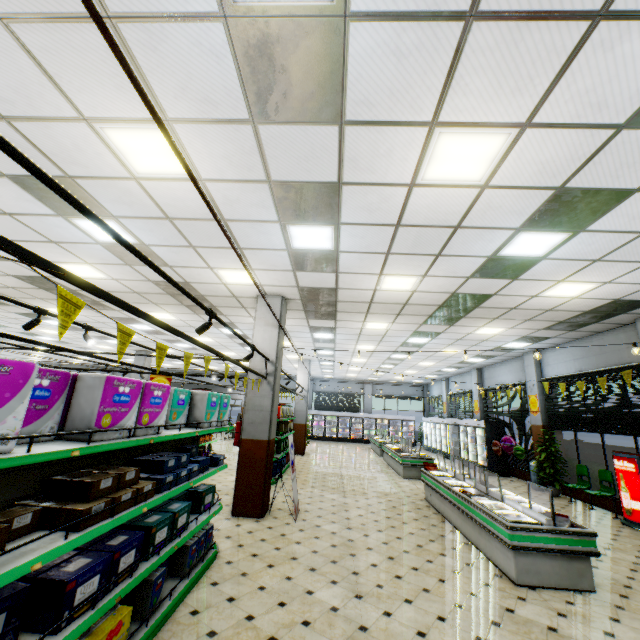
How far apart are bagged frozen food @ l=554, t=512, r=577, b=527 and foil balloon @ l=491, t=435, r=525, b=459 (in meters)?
8.74

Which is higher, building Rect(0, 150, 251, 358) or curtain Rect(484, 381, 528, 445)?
building Rect(0, 150, 251, 358)

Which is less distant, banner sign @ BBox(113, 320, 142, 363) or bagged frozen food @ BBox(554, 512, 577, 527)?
banner sign @ BBox(113, 320, 142, 363)

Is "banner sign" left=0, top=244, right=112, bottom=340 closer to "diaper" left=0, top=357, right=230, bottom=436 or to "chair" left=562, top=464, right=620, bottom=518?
"diaper" left=0, top=357, right=230, bottom=436

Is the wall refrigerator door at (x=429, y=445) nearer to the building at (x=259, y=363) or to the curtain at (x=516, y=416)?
the building at (x=259, y=363)

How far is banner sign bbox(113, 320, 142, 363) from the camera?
2.3m

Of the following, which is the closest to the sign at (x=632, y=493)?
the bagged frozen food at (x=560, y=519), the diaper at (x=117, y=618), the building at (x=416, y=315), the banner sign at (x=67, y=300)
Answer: the building at (x=416, y=315)

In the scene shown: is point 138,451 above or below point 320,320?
below
